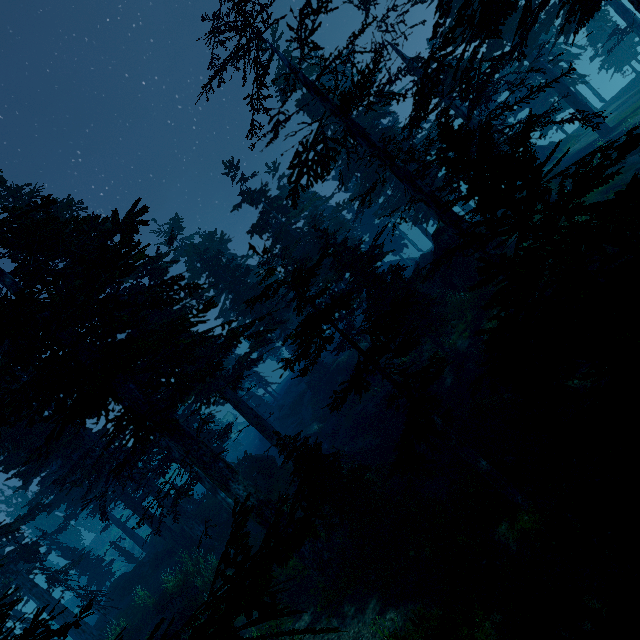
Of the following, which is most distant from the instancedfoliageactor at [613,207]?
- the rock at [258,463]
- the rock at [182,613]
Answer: the rock at [182,613]

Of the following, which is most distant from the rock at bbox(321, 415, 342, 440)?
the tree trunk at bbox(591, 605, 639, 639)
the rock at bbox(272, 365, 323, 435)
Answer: the tree trunk at bbox(591, 605, 639, 639)

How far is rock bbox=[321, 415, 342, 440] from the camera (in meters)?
27.17

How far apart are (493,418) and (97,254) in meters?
15.9

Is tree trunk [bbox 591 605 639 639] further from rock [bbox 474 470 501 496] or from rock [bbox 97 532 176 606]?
rock [bbox 97 532 176 606]

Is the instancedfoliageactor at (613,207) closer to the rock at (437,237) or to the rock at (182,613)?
the rock at (437,237)

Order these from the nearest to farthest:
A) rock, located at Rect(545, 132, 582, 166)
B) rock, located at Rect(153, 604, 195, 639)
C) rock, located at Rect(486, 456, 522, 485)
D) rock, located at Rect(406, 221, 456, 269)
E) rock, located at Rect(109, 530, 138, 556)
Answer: rock, located at Rect(486, 456, 522, 485)
rock, located at Rect(153, 604, 195, 639)
rock, located at Rect(406, 221, 456, 269)
rock, located at Rect(545, 132, 582, 166)
rock, located at Rect(109, 530, 138, 556)

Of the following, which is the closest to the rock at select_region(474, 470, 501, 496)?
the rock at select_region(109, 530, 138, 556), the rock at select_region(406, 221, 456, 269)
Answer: the rock at select_region(406, 221, 456, 269)
